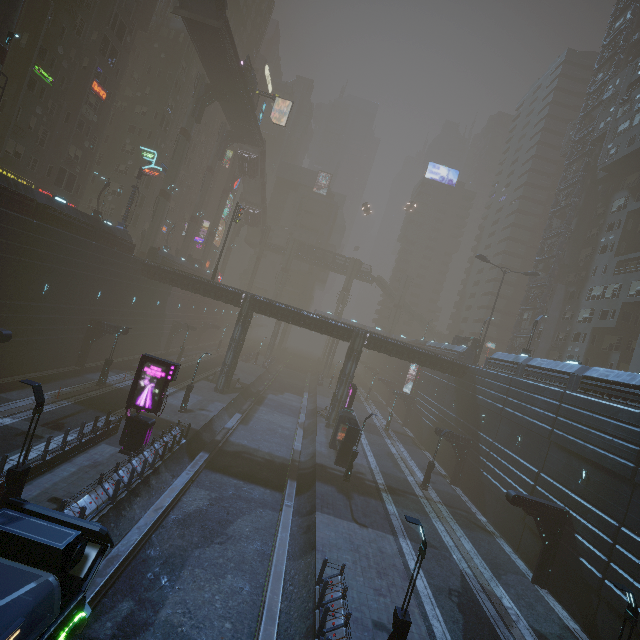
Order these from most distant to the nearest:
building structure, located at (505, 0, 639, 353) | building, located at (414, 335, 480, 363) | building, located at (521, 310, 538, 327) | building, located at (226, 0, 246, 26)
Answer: building, located at (226, 0, 246, 26), building, located at (521, 310, 538, 327), building structure, located at (505, 0, 639, 353), building, located at (414, 335, 480, 363)

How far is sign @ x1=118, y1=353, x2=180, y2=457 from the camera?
19.3 meters

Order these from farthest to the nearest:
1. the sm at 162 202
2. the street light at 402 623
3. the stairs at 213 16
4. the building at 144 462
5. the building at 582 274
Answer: the sm at 162 202 < the stairs at 213 16 < the building at 582 274 < the building at 144 462 < the street light at 402 623

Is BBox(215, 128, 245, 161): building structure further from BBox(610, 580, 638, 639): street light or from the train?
BBox(610, 580, 638, 639): street light

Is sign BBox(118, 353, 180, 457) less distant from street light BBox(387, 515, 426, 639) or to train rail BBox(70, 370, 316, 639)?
train rail BBox(70, 370, 316, 639)

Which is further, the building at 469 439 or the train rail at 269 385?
the building at 469 439

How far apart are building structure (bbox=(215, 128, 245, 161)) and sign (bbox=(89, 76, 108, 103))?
19.18m

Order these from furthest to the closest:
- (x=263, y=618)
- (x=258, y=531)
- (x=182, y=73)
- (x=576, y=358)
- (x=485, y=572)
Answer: (x=182, y=73) → (x=576, y=358) → (x=485, y=572) → (x=258, y=531) → (x=263, y=618)
